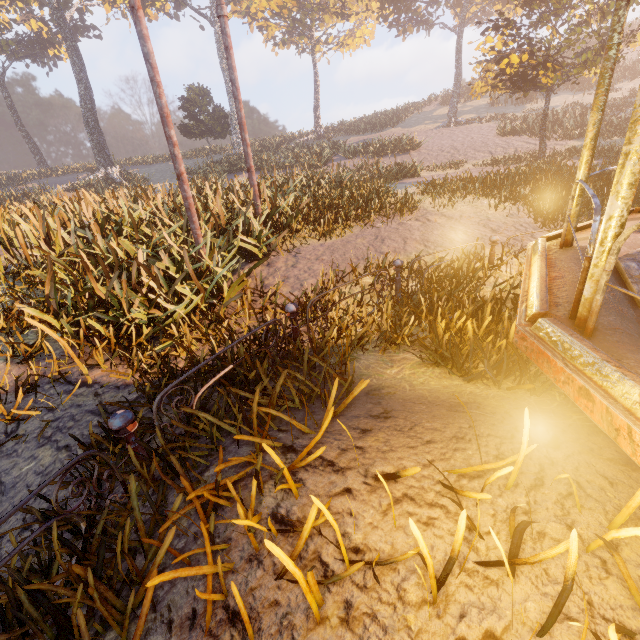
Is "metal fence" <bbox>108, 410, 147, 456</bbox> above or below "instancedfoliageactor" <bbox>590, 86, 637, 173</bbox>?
below

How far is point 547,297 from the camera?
2.2m

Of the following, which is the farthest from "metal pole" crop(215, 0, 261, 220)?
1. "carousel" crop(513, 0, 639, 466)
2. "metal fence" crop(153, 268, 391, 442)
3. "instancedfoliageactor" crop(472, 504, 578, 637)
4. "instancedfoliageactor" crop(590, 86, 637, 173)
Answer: "instancedfoliageactor" crop(590, 86, 637, 173)

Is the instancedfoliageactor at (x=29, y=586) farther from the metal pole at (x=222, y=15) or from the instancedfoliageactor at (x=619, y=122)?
the metal pole at (x=222, y=15)

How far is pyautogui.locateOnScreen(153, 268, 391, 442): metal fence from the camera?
2.52m

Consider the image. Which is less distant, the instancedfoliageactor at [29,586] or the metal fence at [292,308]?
the instancedfoliageactor at [29,586]

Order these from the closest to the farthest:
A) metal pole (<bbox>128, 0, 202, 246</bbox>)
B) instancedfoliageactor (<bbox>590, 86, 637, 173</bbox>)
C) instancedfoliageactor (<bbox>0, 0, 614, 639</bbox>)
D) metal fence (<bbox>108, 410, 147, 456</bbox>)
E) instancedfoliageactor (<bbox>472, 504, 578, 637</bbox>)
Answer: instancedfoliageactor (<bbox>472, 504, 578, 637</bbox>) → instancedfoliageactor (<bbox>0, 0, 614, 639</bbox>) → metal fence (<bbox>108, 410, 147, 456</bbox>) → metal pole (<bbox>128, 0, 202, 246</bbox>) → instancedfoliageactor (<bbox>590, 86, 637, 173</bbox>)
